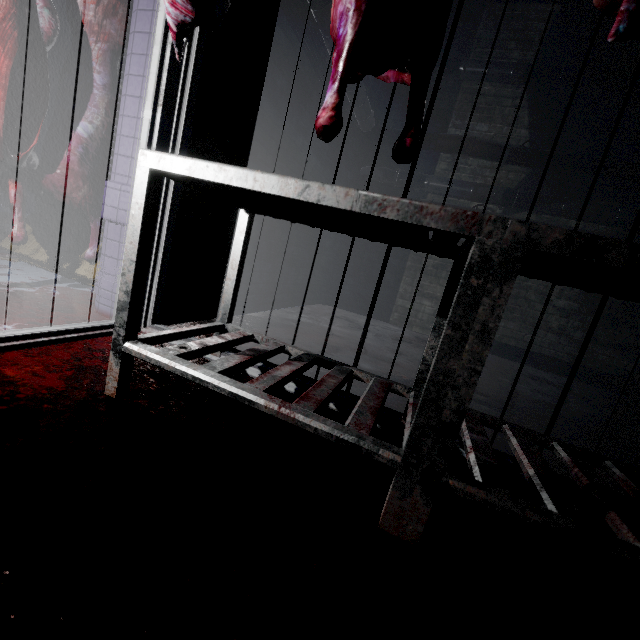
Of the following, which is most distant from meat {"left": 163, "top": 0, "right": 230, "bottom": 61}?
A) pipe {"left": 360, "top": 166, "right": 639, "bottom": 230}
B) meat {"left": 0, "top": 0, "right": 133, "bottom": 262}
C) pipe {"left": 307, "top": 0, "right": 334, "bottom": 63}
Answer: pipe {"left": 360, "top": 166, "right": 639, "bottom": 230}

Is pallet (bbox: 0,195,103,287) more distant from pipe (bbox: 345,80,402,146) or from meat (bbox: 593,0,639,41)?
meat (bbox: 593,0,639,41)

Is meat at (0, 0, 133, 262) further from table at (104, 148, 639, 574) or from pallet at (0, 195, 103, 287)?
table at (104, 148, 639, 574)

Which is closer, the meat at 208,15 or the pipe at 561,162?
the meat at 208,15

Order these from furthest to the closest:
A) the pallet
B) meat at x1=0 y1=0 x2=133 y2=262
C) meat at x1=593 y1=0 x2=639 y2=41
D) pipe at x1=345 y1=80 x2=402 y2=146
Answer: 1. pipe at x1=345 y1=80 x2=402 y2=146
2. the pallet
3. meat at x1=0 y1=0 x2=133 y2=262
4. meat at x1=593 y1=0 x2=639 y2=41

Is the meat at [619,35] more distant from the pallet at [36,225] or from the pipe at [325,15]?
the pallet at [36,225]

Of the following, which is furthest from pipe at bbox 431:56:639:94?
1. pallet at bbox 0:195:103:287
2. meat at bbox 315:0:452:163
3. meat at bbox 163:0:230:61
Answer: pallet at bbox 0:195:103:287

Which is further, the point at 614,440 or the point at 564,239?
the point at 614,440
